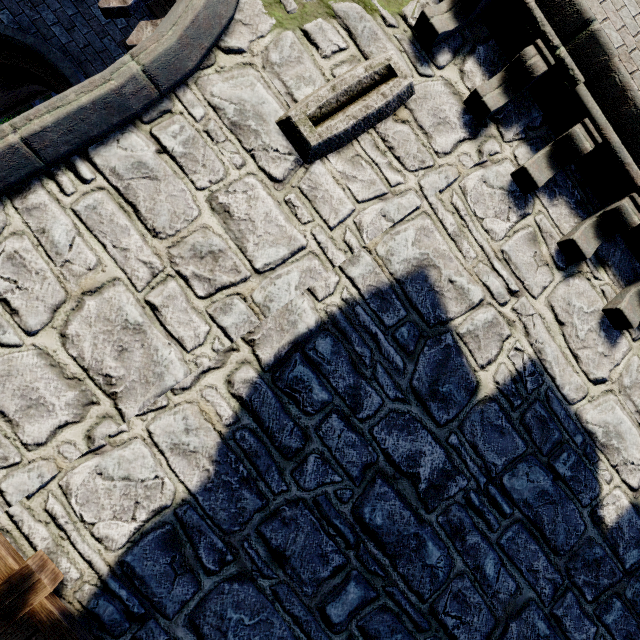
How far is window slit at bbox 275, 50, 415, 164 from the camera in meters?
3.2 m

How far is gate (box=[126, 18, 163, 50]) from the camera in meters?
3.7 m

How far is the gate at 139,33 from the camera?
3.69m

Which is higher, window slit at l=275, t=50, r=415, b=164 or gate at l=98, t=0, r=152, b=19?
window slit at l=275, t=50, r=415, b=164

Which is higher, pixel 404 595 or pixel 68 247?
pixel 404 595

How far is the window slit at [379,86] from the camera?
3.2m
